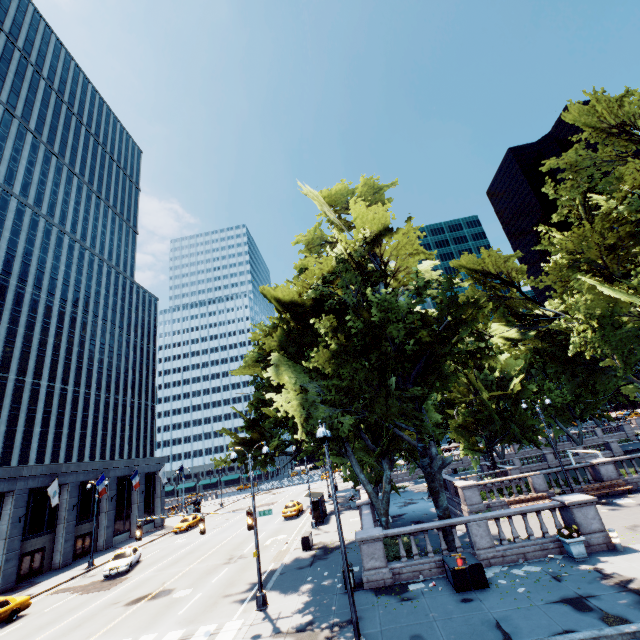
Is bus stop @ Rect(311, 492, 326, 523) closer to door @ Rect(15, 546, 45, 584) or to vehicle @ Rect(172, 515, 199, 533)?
vehicle @ Rect(172, 515, 199, 533)

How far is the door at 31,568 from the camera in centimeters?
2919cm

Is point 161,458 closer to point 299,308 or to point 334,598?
point 299,308

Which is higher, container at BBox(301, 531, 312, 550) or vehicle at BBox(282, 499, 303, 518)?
vehicle at BBox(282, 499, 303, 518)

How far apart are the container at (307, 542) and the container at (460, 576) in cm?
1145

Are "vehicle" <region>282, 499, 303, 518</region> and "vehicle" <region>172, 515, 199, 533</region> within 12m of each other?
no

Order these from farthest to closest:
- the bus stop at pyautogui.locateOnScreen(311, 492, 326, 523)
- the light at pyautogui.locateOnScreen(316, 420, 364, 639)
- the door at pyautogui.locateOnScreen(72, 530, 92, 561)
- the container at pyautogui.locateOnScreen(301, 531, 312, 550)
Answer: the door at pyautogui.locateOnScreen(72, 530, 92, 561) → the bus stop at pyautogui.locateOnScreen(311, 492, 326, 523) → the container at pyautogui.locateOnScreen(301, 531, 312, 550) → the light at pyautogui.locateOnScreen(316, 420, 364, 639)

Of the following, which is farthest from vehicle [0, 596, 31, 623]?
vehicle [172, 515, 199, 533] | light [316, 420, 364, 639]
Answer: vehicle [172, 515, 199, 533]
